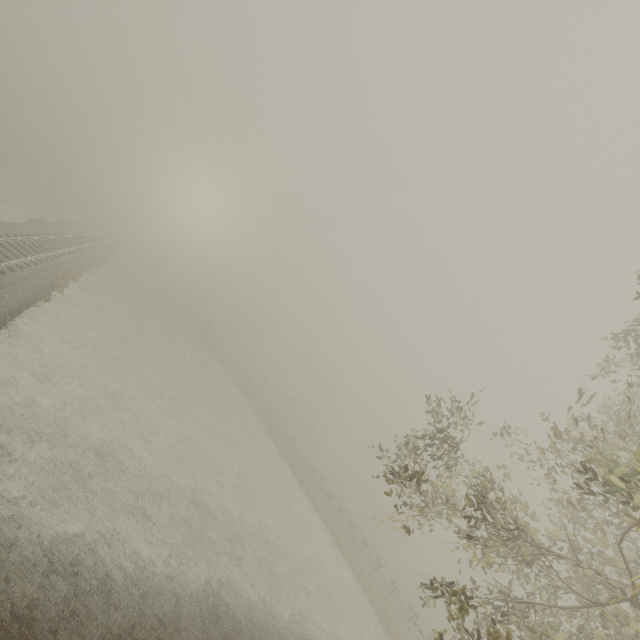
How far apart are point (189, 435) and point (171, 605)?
12.8 meters
